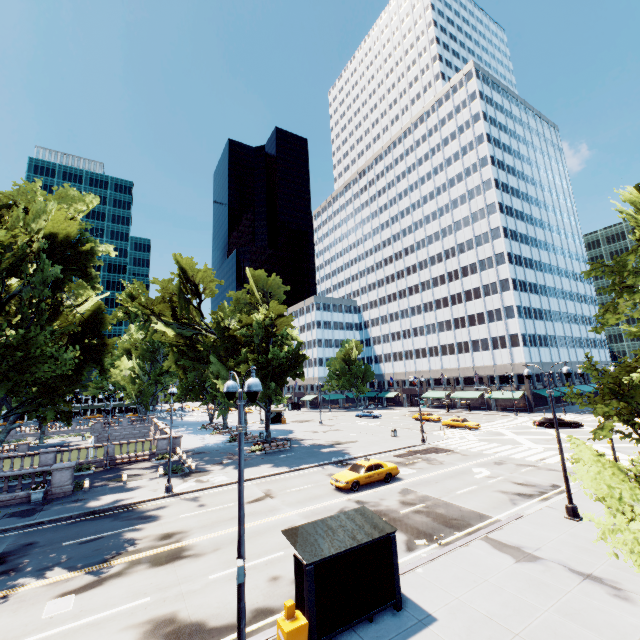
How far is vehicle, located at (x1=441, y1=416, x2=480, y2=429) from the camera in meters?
42.9

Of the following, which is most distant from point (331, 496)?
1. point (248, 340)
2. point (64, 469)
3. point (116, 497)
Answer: point (64, 469)

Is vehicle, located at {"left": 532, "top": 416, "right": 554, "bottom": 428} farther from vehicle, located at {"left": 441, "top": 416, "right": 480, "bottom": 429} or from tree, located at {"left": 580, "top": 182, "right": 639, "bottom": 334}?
tree, located at {"left": 580, "top": 182, "right": 639, "bottom": 334}

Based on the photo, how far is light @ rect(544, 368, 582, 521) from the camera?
15.4 meters

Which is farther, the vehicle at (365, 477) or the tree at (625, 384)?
the vehicle at (365, 477)

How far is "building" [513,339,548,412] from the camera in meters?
58.1 m

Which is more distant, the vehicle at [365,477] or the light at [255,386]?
the vehicle at [365,477]

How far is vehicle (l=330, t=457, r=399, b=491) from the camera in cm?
2145
